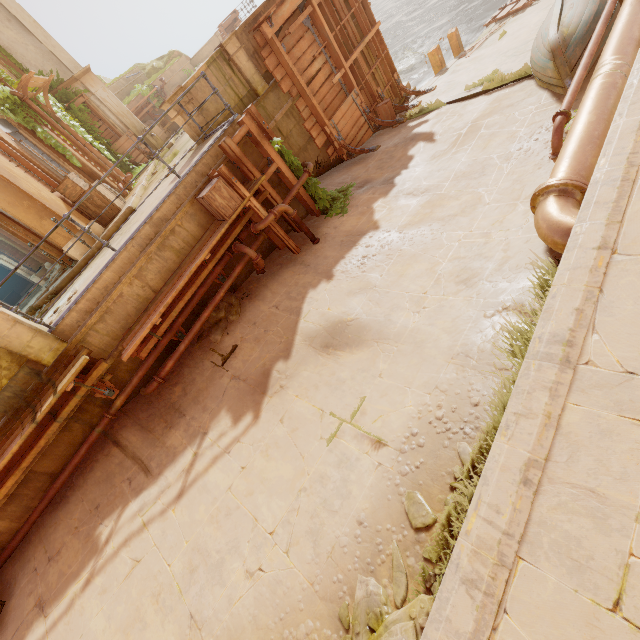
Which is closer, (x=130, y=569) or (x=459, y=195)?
(x=130, y=569)

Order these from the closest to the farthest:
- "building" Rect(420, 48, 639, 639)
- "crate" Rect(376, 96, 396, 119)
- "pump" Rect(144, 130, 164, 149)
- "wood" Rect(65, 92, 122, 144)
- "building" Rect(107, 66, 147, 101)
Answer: "building" Rect(420, 48, 639, 639)
"crate" Rect(376, 96, 396, 119)
"wood" Rect(65, 92, 122, 144)
"pump" Rect(144, 130, 164, 149)
"building" Rect(107, 66, 147, 101)

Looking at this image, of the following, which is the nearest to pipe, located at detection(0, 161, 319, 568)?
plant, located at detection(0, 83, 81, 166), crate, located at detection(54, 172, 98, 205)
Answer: crate, located at detection(54, 172, 98, 205)

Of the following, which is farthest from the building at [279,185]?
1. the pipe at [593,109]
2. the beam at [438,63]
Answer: the pipe at [593,109]

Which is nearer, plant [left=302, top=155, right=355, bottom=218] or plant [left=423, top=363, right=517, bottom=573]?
plant [left=423, top=363, right=517, bottom=573]

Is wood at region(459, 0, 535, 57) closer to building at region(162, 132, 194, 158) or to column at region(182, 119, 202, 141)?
building at region(162, 132, 194, 158)

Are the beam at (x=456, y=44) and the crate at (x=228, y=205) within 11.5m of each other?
no

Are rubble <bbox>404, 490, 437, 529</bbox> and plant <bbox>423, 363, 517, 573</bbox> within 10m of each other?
yes
